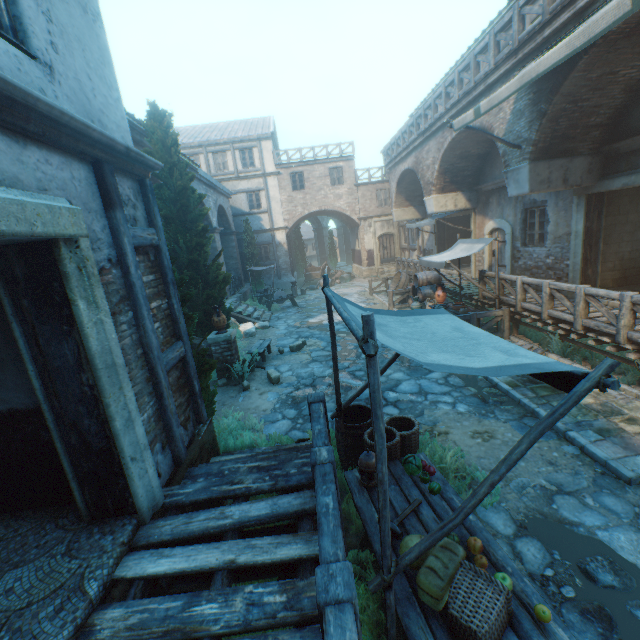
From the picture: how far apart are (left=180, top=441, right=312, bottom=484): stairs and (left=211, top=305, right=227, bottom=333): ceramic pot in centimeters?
400cm

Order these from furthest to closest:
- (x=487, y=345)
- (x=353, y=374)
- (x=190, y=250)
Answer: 1. (x=190, y=250)
2. (x=353, y=374)
3. (x=487, y=345)

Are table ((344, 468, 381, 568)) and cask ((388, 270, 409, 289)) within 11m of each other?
no

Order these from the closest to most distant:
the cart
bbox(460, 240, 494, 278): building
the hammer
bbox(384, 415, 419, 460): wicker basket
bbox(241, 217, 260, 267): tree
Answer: the hammer < bbox(384, 415, 419, 460): wicker basket < bbox(460, 240, 494, 278): building < bbox(241, 217, 260, 267): tree < the cart

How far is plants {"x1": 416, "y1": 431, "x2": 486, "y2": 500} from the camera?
4.36m

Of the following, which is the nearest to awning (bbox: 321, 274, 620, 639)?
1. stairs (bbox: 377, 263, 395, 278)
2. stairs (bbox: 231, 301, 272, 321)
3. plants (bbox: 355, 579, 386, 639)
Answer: plants (bbox: 355, 579, 386, 639)

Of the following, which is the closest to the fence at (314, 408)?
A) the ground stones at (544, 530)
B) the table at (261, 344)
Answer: the ground stones at (544, 530)

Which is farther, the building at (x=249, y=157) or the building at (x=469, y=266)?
the building at (x=249, y=157)
